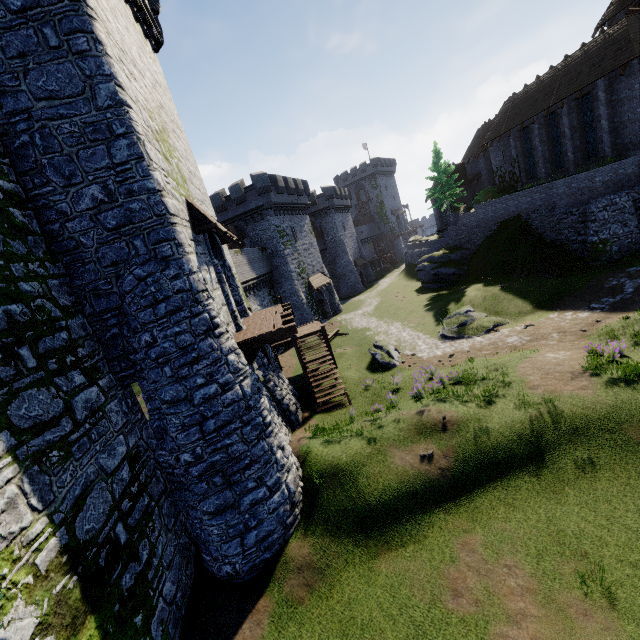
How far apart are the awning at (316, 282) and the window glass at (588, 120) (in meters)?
26.00

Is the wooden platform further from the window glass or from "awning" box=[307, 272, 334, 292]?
the window glass

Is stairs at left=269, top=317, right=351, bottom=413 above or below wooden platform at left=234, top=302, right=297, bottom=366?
below

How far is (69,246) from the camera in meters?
8.2

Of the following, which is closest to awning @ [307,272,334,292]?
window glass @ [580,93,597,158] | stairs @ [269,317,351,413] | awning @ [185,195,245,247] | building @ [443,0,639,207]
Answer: stairs @ [269,317,351,413]

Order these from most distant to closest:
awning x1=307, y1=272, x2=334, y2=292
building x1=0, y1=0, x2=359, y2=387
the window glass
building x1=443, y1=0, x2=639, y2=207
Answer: awning x1=307, y1=272, x2=334, y2=292, the window glass, building x1=443, y1=0, x2=639, y2=207, building x1=0, y1=0, x2=359, y2=387

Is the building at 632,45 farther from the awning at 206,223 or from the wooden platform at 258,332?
the awning at 206,223

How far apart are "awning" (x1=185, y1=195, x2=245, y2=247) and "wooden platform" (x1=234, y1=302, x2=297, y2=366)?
3.1m
